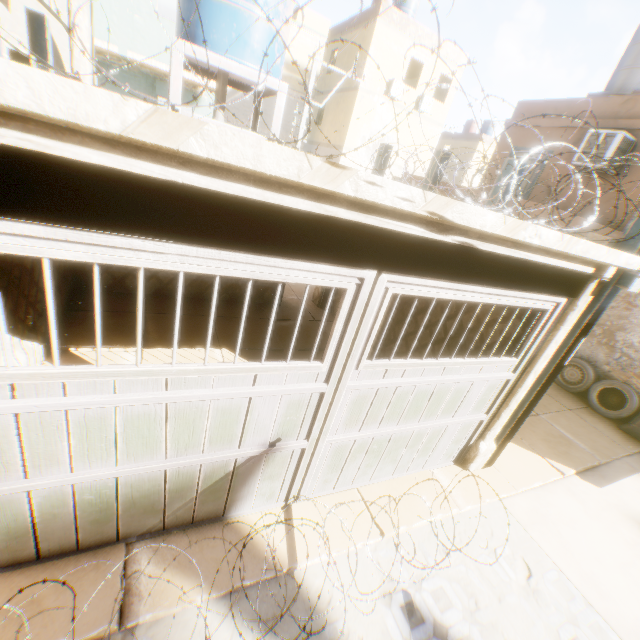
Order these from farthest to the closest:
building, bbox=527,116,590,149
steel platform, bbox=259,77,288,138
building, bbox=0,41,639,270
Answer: building, bbox=527,116,590,149 < steel platform, bbox=259,77,288,138 < building, bbox=0,41,639,270

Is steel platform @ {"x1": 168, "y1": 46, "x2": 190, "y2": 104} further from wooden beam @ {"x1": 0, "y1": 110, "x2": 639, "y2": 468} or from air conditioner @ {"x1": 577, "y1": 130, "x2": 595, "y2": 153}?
air conditioner @ {"x1": 577, "y1": 130, "x2": 595, "y2": 153}

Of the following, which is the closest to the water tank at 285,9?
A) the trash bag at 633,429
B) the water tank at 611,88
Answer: the trash bag at 633,429

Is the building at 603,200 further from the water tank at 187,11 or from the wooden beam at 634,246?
the water tank at 187,11

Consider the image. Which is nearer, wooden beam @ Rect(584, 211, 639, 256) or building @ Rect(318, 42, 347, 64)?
wooden beam @ Rect(584, 211, 639, 256)

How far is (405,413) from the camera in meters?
3.9 m

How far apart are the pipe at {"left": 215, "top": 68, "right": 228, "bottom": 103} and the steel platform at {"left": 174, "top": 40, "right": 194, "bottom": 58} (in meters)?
0.52

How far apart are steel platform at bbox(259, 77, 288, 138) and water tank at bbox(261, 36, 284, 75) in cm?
2
